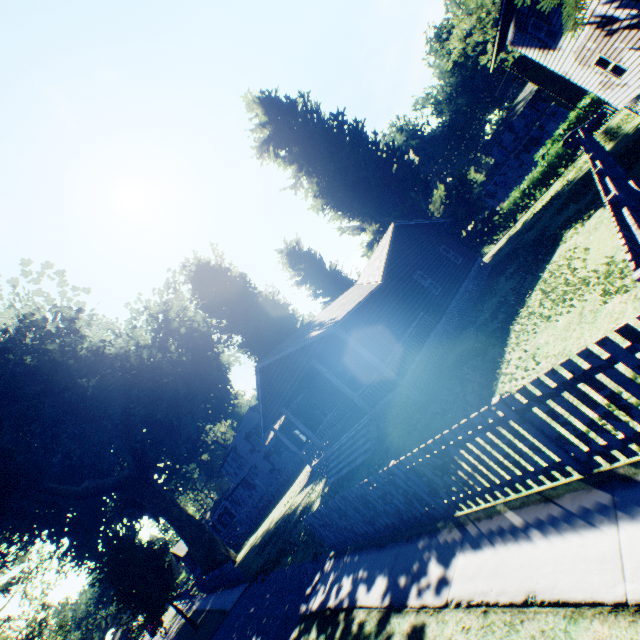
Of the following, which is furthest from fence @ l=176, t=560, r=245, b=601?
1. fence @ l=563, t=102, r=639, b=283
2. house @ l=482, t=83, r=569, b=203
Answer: house @ l=482, t=83, r=569, b=203

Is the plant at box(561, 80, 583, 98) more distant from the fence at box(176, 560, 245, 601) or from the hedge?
the hedge

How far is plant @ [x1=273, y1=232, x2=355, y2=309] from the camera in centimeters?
3319cm

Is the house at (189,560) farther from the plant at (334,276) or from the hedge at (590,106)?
the hedge at (590,106)

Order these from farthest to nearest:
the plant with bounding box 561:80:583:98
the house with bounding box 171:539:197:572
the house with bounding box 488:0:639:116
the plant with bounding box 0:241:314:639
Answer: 1. the plant with bounding box 561:80:583:98
2. the house with bounding box 171:539:197:572
3. the plant with bounding box 0:241:314:639
4. the house with bounding box 488:0:639:116

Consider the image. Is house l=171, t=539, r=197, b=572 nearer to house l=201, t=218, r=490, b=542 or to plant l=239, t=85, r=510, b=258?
plant l=239, t=85, r=510, b=258

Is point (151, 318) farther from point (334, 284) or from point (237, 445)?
point (237, 445)

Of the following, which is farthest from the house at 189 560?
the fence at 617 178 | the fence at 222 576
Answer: the fence at 617 178
